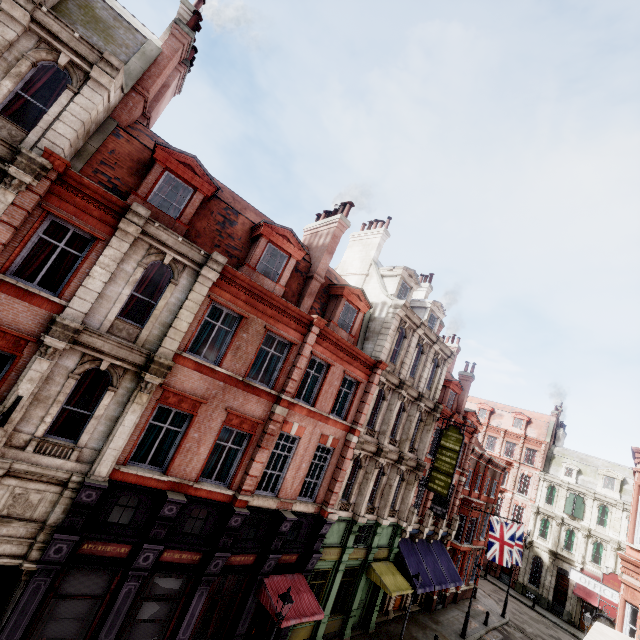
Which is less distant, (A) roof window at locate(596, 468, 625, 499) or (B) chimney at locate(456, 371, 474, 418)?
(B) chimney at locate(456, 371, 474, 418)

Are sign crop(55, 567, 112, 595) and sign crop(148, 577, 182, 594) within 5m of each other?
yes

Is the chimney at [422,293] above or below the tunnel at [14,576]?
above

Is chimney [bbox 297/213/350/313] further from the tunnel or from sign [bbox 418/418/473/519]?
sign [bbox 418/418/473/519]

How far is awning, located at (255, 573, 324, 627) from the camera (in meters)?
12.23

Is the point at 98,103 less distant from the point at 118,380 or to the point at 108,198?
the point at 108,198

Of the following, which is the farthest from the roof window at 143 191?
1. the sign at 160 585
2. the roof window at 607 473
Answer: the roof window at 607 473

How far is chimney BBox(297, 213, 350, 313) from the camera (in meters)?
15.80
